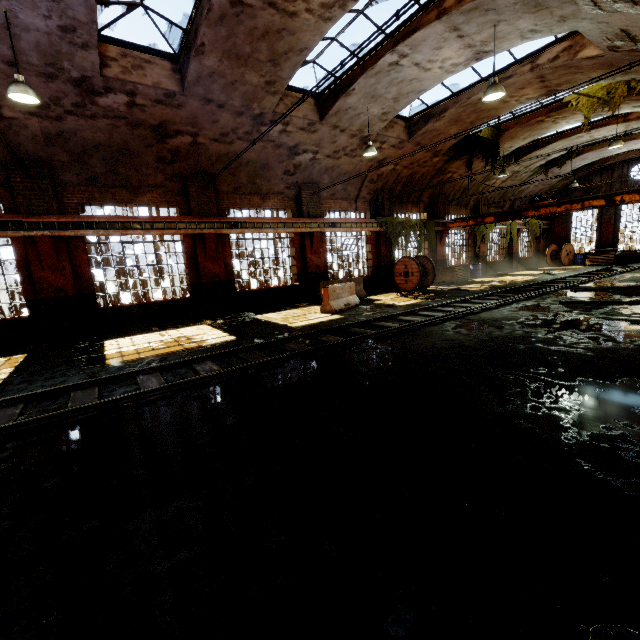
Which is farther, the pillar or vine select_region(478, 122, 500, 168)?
the pillar

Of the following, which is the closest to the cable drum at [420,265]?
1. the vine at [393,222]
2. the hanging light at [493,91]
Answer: the vine at [393,222]

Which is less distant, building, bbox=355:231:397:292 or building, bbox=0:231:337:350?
building, bbox=0:231:337:350

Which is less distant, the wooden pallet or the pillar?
the wooden pallet

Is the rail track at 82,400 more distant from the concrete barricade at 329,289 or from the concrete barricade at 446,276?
the concrete barricade at 446,276

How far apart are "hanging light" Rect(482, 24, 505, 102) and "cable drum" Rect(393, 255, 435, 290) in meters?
8.4

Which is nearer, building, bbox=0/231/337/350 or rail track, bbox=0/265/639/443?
rail track, bbox=0/265/639/443

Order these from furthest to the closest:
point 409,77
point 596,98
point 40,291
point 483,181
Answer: point 483,181, point 596,98, point 409,77, point 40,291
